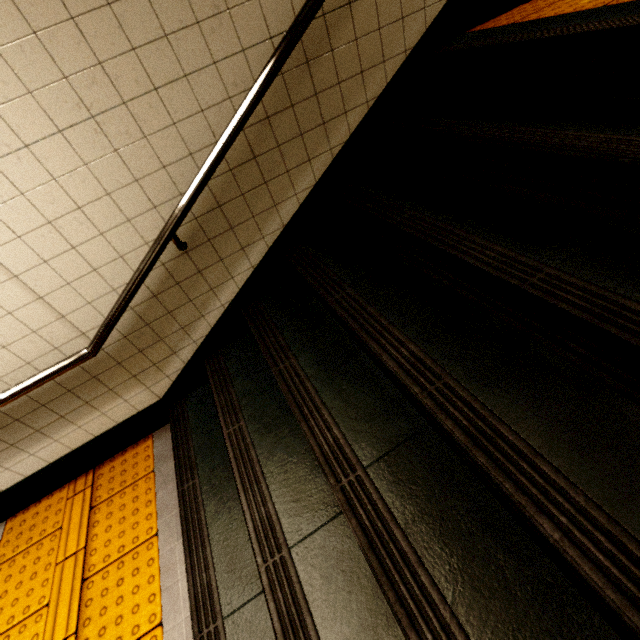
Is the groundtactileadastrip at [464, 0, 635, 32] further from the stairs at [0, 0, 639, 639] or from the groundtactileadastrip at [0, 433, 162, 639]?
the groundtactileadastrip at [0, 433, 162, 639]

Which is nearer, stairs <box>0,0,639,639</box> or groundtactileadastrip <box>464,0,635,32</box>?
stairs <box>0,0,639,639</box>

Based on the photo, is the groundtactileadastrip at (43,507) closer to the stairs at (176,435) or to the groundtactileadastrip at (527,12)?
the stairs at (176,435)

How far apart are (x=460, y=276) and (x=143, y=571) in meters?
2.4

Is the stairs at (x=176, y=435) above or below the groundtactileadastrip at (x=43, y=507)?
above

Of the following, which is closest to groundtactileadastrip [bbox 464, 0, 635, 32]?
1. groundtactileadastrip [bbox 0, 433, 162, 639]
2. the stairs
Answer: the stairs

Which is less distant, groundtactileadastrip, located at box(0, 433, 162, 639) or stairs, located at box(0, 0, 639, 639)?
stairs, located at box(0, 0, 639, 639)
